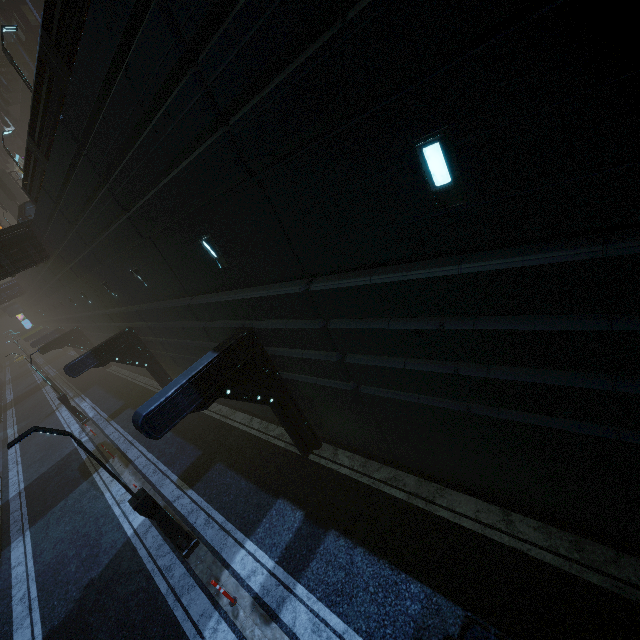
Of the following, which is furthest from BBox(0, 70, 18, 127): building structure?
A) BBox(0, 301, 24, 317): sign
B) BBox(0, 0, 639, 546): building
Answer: BBox(0, 301, 24, 317): sign

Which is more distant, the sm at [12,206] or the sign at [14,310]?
the sign at [14,310]

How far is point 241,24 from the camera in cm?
421

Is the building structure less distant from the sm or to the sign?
the sm

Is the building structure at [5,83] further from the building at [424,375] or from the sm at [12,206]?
the sm at [12,206]

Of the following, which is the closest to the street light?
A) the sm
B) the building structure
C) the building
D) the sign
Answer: the building

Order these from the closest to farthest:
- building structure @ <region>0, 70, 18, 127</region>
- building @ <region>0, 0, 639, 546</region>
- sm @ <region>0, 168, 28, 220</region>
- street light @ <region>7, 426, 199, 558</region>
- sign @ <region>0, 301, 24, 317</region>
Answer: building @ <region>0, 0, 639, 546</region> < street light @ <region>7, 426, 199, 558</region> < building structure @ <region>0, 70, 18, 127</region> < sm @ <region>0, 168, 28, 220</region> < sign @ <region>0, 301, 24, 317</region>

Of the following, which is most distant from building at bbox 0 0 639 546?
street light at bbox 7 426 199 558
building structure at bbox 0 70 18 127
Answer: street light at bbox 7 426 199 558
